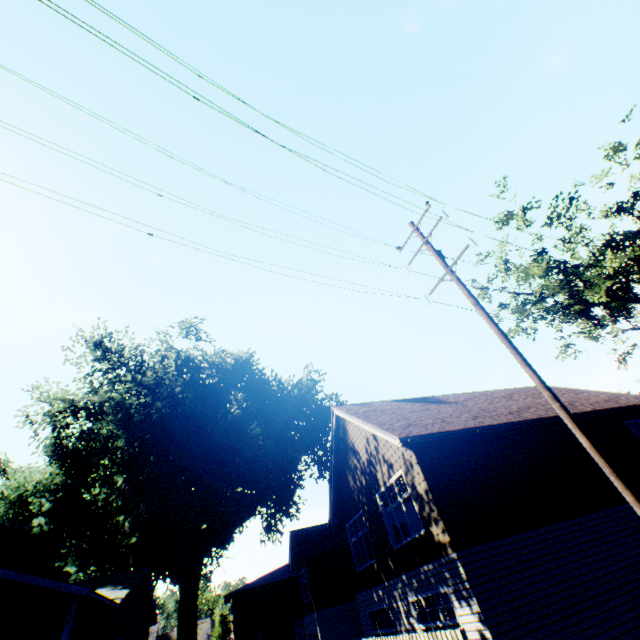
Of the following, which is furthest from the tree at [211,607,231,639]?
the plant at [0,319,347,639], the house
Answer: the house

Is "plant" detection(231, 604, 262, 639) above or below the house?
below

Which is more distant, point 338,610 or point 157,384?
point 157,384

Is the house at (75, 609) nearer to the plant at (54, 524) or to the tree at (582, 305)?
the plant at (54, 524)

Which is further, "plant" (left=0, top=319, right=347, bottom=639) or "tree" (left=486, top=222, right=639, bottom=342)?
"plant" (left=0, top=319, right=347, bottom=639)

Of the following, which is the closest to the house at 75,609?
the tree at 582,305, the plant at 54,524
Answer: the plant at 54,524

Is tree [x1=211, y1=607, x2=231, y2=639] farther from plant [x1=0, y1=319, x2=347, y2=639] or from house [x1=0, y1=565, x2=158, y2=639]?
house [x1=0, y1=565, x2=158, y2=639]
